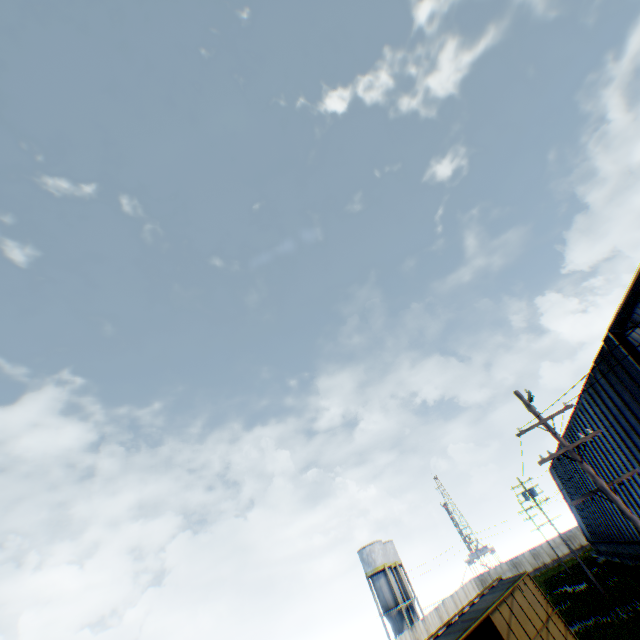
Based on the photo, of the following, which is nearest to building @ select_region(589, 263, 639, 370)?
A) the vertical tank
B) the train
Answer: the train

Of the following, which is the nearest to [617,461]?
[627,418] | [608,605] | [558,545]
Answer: [627,418]

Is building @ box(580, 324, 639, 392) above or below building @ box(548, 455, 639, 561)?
above

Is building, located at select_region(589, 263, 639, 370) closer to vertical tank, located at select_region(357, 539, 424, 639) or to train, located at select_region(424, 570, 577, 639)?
train, located at select_region(424, 570, 577, 639)

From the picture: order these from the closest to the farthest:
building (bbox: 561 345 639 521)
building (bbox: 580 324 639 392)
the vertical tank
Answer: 1. building (bbox: 580 324 639 392)
2. building (bbox: 561 345 639 521)
3. the vertical tank

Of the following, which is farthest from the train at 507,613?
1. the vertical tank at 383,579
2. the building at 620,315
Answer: the vertical tank at 383,579
